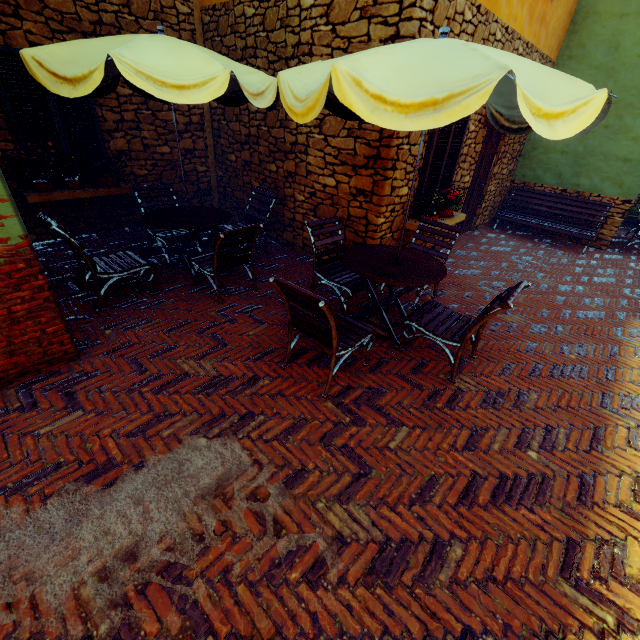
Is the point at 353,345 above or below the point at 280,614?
above

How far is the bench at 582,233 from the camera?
7.6 meters

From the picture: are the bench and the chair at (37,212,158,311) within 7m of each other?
no

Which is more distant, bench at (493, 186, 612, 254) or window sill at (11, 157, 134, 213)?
bench at (493, 186, 612, 254)

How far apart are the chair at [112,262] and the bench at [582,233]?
8.34m

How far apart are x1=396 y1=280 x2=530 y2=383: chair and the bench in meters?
6.1 m

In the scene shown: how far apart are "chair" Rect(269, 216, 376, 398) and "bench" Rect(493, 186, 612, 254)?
7.13m

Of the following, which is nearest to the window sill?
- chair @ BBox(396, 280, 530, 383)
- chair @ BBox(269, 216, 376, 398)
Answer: chair @ BBox(269, 216, 376, 398)
